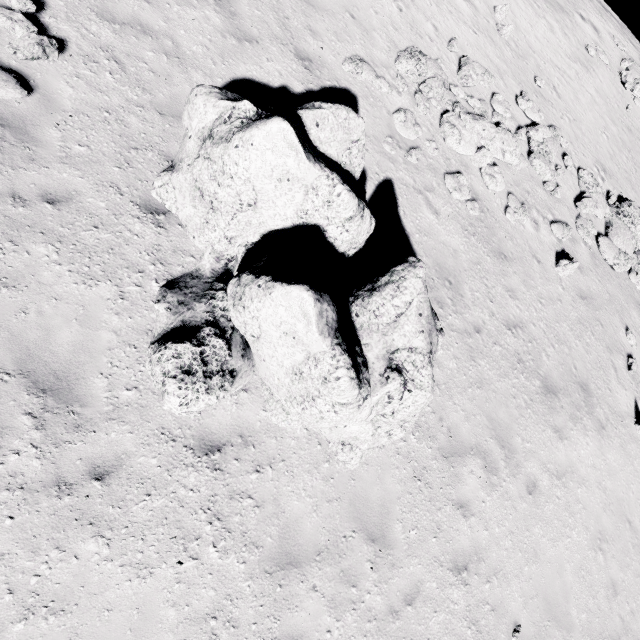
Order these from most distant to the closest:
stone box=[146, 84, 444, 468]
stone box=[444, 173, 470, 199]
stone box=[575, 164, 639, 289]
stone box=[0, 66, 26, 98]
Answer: stone box=[575, 164, 639, 289] → stone box=[444, 173, 470, 199] → stone box=[0, 66, 26, 98] → stone box=[146, 84, 444, 468]

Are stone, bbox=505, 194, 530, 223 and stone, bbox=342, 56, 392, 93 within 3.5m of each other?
no

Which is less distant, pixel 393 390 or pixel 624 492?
pixel 393 390

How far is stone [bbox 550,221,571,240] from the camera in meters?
11.3 m

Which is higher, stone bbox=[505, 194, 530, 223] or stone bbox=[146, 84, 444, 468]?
stone bbox=[505, 194, 530, 223]

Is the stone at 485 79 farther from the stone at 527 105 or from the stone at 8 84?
the stone at 8 84

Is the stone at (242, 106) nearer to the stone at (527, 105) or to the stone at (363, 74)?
the stone at (363, 74)

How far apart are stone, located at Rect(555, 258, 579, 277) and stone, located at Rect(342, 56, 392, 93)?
7.7m
